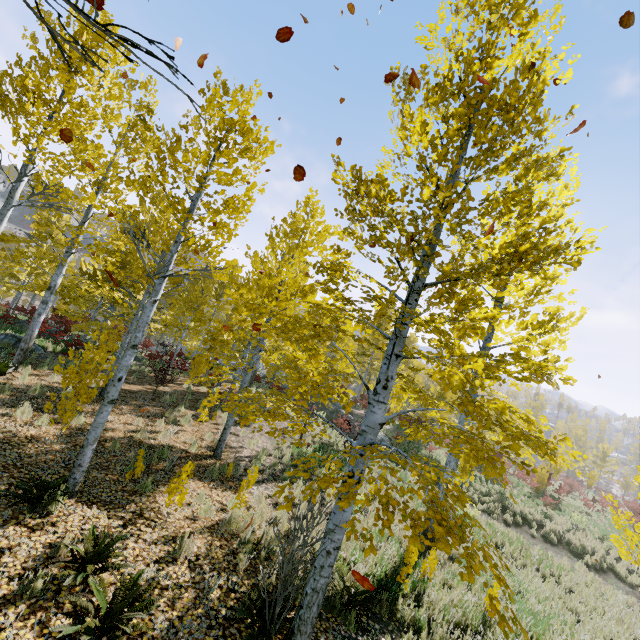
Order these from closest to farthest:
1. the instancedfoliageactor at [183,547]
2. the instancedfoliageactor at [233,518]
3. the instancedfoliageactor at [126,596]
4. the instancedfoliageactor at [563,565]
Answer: the instancedfoliageactor at [126,596], the instancedfoliageactor at [183,547], the instancedfoliageactor at [233,518], the instancedfoliageactor at [563,565]

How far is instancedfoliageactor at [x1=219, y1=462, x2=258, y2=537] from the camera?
6.25m

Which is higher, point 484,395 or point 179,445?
point 484,395

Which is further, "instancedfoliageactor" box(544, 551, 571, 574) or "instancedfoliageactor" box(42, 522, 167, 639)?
"instancedfoliageactor" box(544, 551, 571, 574)

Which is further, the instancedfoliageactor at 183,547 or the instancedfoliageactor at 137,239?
the instancedfoliageactor at 183,547

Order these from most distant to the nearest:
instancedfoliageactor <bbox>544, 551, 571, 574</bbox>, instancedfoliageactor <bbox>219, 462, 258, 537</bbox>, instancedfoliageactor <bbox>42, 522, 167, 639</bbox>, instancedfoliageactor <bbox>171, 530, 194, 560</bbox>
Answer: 1. instancedfoliageactor <bbox>544, 551, 571, 574</bbox>
2. instancedfoliageactor <bbox>219, 462, 258, 537</bbox>
3. instancedfoliageactor <bbox>171, 530, 194, 560</bbox>
4. instancedfoliageactor <bbox>42, 522, 167, 639</bbox>
